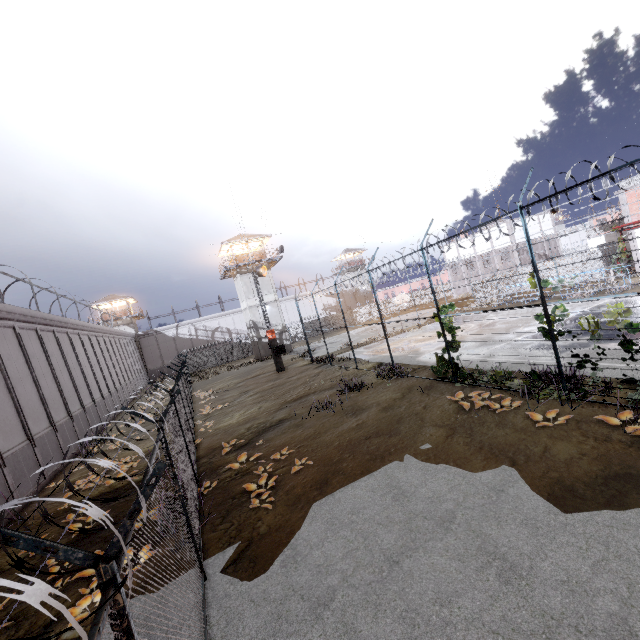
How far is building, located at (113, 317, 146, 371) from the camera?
49.8 meters

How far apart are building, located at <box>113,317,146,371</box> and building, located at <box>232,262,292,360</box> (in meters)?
23.62

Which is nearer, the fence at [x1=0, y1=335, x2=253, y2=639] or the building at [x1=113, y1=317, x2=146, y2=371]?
the fence at [x1=0, y1=335, x2=253, y2=639]

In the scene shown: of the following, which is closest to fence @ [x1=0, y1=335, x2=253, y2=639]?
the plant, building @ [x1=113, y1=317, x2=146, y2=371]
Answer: the plant

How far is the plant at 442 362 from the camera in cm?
1288

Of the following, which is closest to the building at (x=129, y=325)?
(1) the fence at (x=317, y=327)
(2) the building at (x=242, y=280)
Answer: (1) the fence at (x=317, y=327)

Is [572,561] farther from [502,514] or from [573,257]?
[573,257]

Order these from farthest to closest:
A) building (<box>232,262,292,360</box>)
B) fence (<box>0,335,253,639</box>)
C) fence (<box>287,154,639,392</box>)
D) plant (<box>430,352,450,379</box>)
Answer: building (<box>232,262,292,360</box>), plant (<box>430,352,450,379</box>), fence (<box>287,154,639,392</box>), fence (<box>0,335,253,639</box>)
